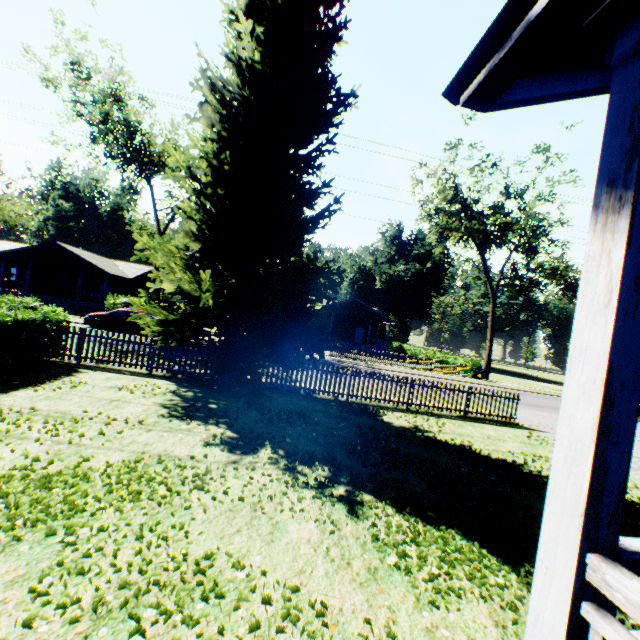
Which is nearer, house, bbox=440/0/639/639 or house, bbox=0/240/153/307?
house, bbox=440/0/639/639

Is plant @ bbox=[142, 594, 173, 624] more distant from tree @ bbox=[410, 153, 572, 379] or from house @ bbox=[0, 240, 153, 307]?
house @ bbox=[0, 240, 153, 307]

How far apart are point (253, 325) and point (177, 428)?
4.8m

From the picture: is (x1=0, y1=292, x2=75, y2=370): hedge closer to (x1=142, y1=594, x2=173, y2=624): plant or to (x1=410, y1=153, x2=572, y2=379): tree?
(x1=142, y1=594, x2=173, y2=624): plant

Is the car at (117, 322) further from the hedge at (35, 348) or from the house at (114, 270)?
the hedge at (35, 348)

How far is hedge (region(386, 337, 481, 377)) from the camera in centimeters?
3034cm

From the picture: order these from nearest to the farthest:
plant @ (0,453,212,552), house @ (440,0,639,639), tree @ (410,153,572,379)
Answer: house @ (440,0,639,639) → plant @ (0,453,212,552) → tree @ (410,153,572,379)

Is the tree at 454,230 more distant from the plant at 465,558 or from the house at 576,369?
the house at 576,369
